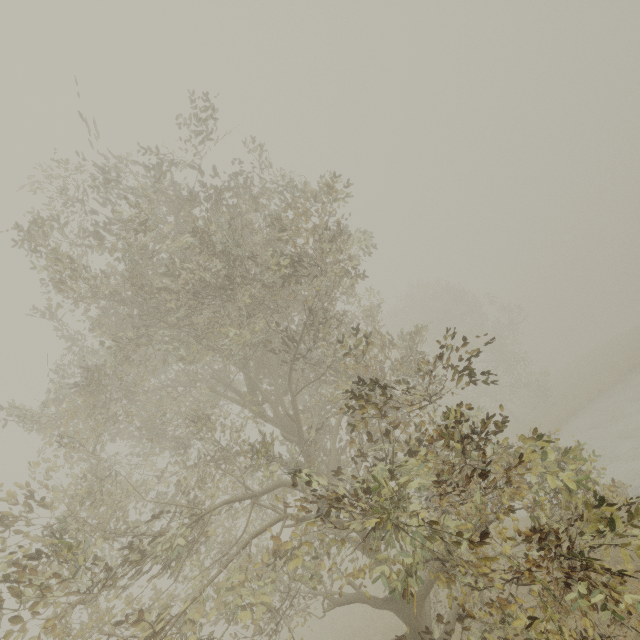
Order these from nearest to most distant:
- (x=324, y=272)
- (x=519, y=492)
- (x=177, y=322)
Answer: (x=519, y=492) < (x=177, y=322) < (x=324, y=272)
